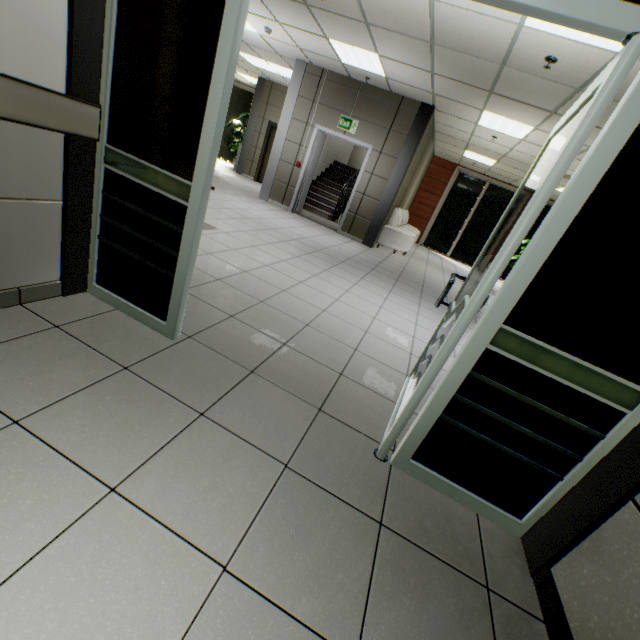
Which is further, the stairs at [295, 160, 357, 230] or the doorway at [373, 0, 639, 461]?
the stairs at [295, 160, 357, 230]

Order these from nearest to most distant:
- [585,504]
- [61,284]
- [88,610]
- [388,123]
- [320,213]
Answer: [88,610] < [585,504] < [61,284] < [388,123] < [320,213]

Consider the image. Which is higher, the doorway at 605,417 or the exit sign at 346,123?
the exit sign at 346,123

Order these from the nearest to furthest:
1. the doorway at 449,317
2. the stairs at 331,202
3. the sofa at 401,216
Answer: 1. the doorway at 449,317
2. the sofa at 401,216
3. the stairs at 331,202

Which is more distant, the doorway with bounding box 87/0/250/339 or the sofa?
the sofa

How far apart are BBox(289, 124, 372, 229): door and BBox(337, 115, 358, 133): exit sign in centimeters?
9cm

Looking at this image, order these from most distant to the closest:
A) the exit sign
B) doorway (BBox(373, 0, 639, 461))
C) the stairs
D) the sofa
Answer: the stairs
the sofa
the exit sign
doorway (BBox(373, 0, 639, 461))

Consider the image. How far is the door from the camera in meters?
7.7
